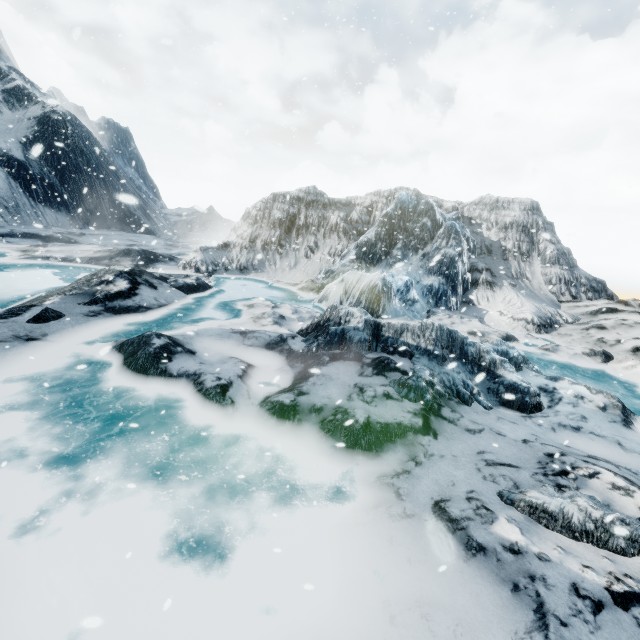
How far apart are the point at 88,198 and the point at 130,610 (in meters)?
35.58
